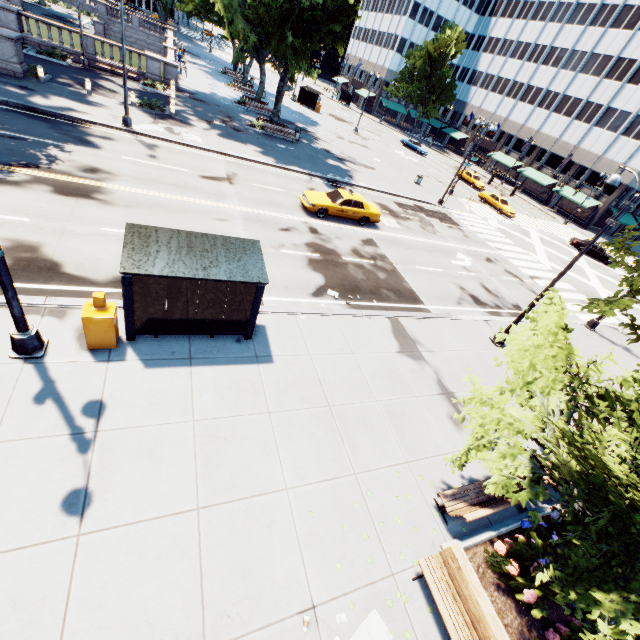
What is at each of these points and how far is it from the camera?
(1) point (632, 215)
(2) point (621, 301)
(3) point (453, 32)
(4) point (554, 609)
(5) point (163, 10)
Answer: (1) building, 50.4 meters
(2) tree, 7.6 meters
(3) tree, 59.5 meters
(4) planter, 6.7 meters
(5) tree, 53.7 meters

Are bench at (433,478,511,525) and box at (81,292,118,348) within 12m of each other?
yes

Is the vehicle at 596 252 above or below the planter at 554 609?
above

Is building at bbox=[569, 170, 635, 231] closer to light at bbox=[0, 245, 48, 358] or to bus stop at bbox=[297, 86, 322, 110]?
bus stop at bbox=[297, 86, 322, 110]

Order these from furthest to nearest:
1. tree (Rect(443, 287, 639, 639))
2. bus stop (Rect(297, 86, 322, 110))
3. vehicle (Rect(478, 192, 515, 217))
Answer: bus stop (Rect(297, 86, 322, 110)), vehicle (Rect(478, 192, 515, 217)), tree (Rect(443, 287, 639, 639))

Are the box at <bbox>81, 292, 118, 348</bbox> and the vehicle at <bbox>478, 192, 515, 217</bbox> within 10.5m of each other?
no

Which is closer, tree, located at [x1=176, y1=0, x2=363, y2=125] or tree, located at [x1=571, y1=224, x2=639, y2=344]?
tree, located at [x1=571, y1=224, x2=639, y2=344]

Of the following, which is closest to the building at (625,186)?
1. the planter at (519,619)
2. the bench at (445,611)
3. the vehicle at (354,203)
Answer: the vehicle at (354,203)
